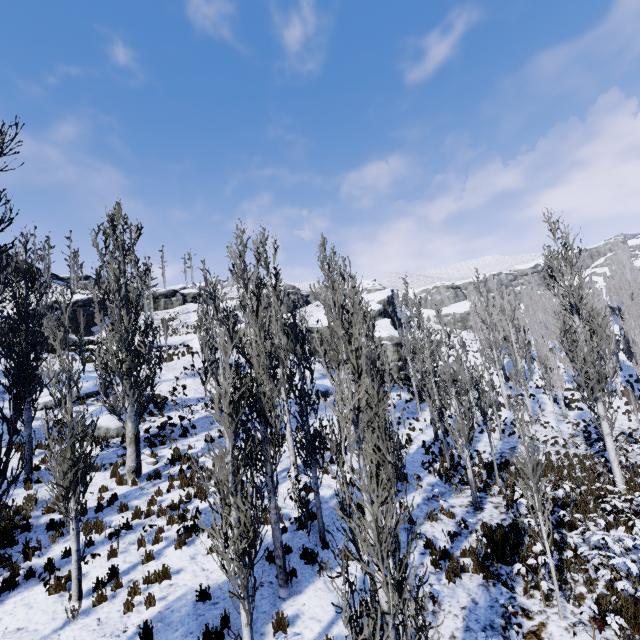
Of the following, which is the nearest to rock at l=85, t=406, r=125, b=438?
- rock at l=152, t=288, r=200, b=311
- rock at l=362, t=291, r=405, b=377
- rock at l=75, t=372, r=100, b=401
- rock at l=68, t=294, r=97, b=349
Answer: rock at l=75, t=372, r=100, b=401

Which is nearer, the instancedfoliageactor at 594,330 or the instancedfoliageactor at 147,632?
the instancedfoliageactor at 594,330

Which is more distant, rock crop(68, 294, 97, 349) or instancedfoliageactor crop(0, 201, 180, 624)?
rock crop(68, 294, 97, 349)

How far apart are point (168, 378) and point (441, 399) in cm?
1854

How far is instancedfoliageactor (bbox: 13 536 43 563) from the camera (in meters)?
8.22

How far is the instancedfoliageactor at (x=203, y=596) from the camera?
7.68m

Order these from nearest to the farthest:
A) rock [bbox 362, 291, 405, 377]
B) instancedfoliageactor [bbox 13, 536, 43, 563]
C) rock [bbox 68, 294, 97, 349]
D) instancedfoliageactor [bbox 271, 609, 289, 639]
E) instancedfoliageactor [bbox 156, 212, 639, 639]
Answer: instancedfoliageactor [bbox 156, 212, 639, 639] < instancedfoliageactor [bbox 271, 609, 289, 639] < instancedfoliageactor [bbox 13, 536, 43, 563] < rock [bbox 68, 294, 97, 349] < rock [bbox 362, 291, 405, 377]
